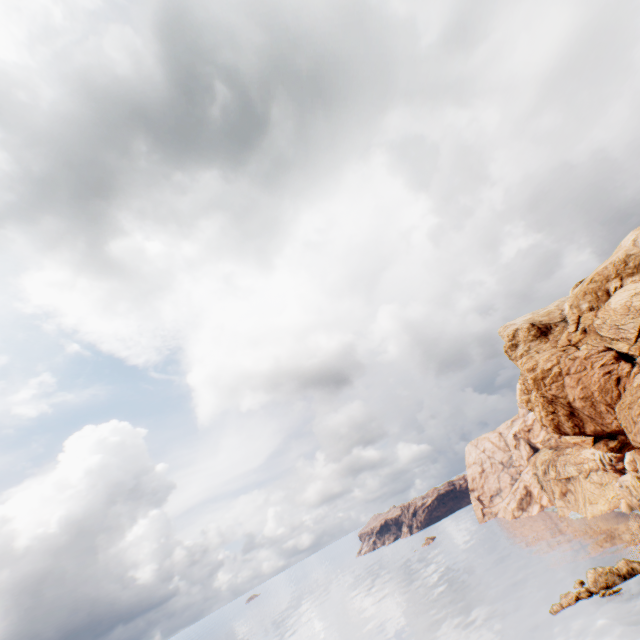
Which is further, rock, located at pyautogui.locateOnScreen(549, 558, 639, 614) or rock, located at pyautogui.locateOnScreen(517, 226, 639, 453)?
rock, located at pyautogui.locateOnScreen(549, 558, 639, 614)

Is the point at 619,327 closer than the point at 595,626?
Yes

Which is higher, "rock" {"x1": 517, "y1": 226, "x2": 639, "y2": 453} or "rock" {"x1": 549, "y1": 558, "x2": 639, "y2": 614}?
"rock" {"x1": 517, "y1": 226, "x2": 639, "y2": 453}

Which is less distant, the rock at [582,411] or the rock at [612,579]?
the rock at [582,411]

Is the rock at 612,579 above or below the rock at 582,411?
below
